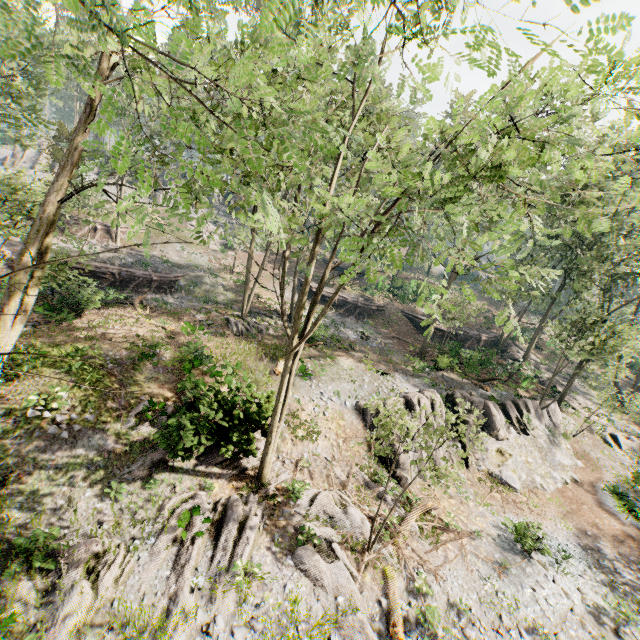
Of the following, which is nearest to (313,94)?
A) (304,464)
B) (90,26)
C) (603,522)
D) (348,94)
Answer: (348,94)

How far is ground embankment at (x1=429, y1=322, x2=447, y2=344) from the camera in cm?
3504

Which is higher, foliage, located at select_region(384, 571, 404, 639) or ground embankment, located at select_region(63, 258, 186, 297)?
ground embankment, located at select_region(63, 258, 186, 297)

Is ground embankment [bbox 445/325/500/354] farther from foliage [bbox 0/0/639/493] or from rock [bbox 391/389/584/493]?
rock [bbox 391/389/584/493]

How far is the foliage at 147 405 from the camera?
13.7 meters

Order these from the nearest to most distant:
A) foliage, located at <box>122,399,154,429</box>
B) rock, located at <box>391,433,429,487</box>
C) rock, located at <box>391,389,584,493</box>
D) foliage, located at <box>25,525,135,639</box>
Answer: foliage, located at <box>25,525,135,639</box> → foliage, located at <box>122,399,154,429</box> → rock, located at <box>391,433,429,487</box> → rock, located at <box>391,389,584,493</box>

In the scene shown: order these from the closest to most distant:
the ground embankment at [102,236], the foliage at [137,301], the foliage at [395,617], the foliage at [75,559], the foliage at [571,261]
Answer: the foliage at [571,261], the foliage at [75,559], the foliage at [395,617], the foliage at [137,301], the ground embankment at [102,236]

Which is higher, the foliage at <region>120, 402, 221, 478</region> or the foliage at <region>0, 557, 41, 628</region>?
the foliage at <region>120, 402, 221, 478</region>
